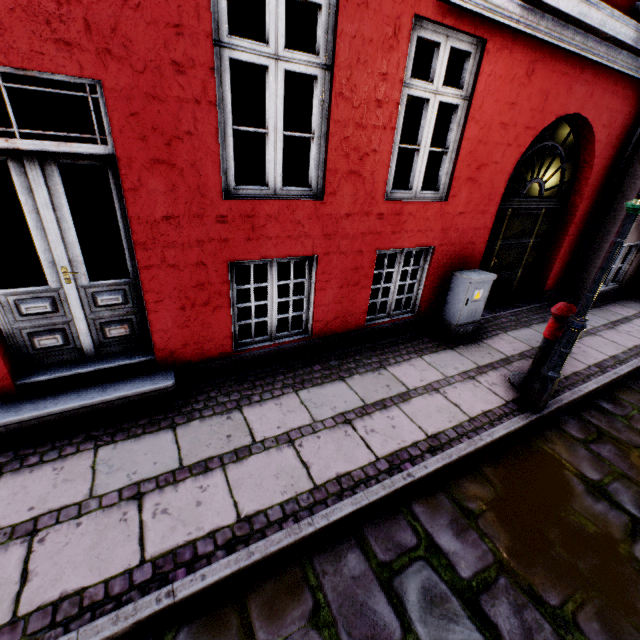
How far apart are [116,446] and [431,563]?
2.9 meters

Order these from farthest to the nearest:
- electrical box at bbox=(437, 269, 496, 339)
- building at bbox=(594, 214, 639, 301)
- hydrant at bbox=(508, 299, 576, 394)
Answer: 1. building at bbox=(594, 214, 639, 301)
2. electrical box at bbox=(437, 269, 496, 339)
3. hydrant at bbox=(508, 299, 576, 394)

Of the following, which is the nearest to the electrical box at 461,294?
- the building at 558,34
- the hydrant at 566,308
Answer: the building at 558,34

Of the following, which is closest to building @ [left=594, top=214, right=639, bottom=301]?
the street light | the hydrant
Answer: the street light

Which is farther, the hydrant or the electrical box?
the electrical box

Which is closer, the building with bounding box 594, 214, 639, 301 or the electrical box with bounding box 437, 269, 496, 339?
the electrical box with bounding box 437, 269, 496, 339

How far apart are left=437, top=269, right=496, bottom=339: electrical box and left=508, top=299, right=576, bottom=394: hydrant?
1.0m

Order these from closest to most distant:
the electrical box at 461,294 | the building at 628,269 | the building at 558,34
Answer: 1. the building at 558,34
2. the electrical box at 461,294
3. the building at 628,269
